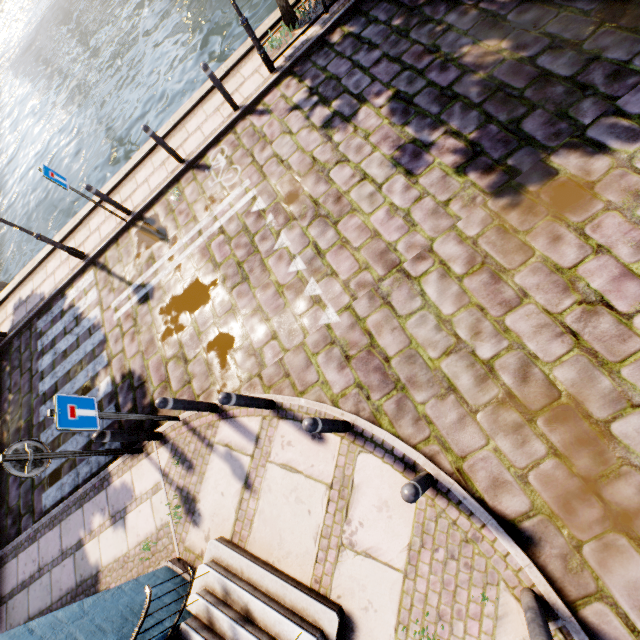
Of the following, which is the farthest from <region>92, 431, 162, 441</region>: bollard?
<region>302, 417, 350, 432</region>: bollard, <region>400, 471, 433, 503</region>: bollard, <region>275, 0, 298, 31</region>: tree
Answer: <region>275, 0, 298, 31</region>: tree

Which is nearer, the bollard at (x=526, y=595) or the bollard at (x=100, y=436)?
the bollard at (x=526, y=595)

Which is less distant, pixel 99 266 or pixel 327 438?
pixel 327 438

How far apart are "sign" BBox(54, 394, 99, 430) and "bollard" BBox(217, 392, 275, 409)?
1.75m

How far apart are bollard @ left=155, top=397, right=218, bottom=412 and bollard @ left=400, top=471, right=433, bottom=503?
3.3 meters

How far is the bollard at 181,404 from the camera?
4.4 meters

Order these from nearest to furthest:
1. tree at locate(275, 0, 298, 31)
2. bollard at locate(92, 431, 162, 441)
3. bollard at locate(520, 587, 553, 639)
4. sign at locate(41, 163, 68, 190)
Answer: bollard at locate(520, 587, 553, 639), bollard at locate(92, 431, 162, 441), sign at locate(41, 163, 68, 190), tree at locate(275, 0, 298, 31)

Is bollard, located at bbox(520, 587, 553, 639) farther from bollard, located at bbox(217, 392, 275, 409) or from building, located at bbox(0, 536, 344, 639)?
bollard, located at bbox(217, 392, 275, 409)
